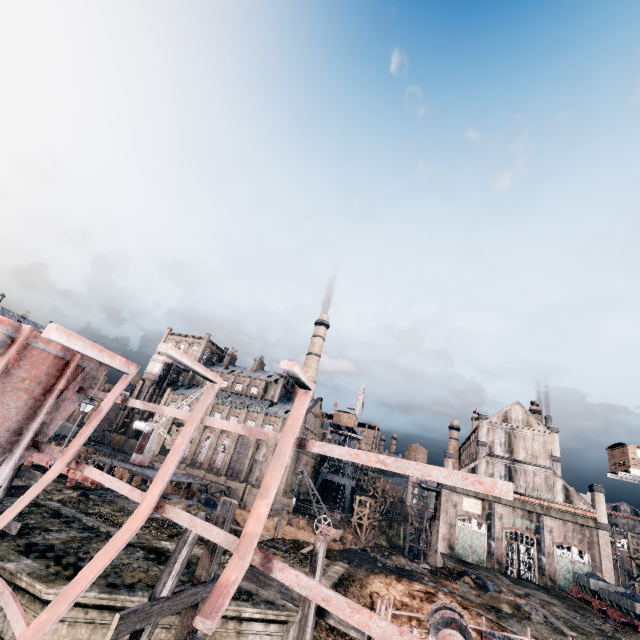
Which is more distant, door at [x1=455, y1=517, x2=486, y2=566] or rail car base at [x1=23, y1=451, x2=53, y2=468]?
door at [x1=455, y1=517, x2=486, y2=566]

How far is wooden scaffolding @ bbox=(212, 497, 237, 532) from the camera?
8.8m

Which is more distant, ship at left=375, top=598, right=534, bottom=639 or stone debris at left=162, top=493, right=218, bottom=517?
stone debris at left=162, top=493, right=218, bottom=517

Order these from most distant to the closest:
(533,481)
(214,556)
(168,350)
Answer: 1. (533,481)
2. (214,556)
3. (168,350)

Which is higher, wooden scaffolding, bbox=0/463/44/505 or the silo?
the silo

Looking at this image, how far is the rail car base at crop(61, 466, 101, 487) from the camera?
23.05m

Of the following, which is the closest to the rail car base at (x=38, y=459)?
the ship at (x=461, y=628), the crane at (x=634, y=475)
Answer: the ship at (x=461, y=628)

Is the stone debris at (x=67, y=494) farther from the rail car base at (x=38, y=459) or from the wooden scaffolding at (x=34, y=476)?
the wooden scaffolding at (x=34, y=476)
